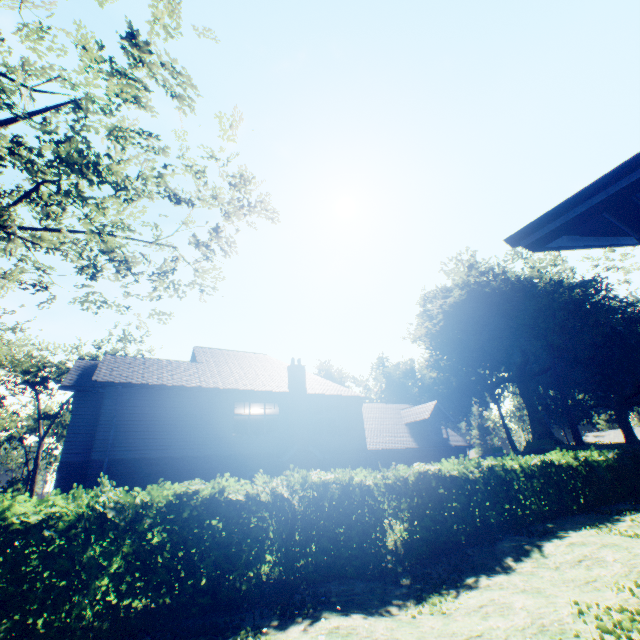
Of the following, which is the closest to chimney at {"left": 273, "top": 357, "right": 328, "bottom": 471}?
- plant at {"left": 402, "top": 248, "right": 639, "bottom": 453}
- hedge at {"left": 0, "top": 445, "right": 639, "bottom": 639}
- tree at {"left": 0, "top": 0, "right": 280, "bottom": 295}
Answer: hedge at {"left": 0, "top": 445, "right": 639, "bottom": 639}

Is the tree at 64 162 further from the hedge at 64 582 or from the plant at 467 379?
the plant at 467 379

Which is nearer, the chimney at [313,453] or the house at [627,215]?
the house at [627,215]

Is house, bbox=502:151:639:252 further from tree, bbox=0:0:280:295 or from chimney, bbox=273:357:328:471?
chimney, bbox=273:357:328:471

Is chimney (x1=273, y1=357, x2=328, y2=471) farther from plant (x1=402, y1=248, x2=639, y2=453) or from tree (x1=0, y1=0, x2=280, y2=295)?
plant (x1=402, y1=248, x2=639, y2=453)

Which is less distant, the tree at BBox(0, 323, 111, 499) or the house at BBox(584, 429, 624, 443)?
the tree at BBox(0, 323, 111, 499)

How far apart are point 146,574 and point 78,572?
1.2 meters

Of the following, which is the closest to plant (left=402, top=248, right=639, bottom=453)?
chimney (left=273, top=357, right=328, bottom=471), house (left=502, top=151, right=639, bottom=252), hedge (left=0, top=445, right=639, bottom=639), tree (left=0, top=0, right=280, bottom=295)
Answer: tree (left=0, top=0, right=280, bottom=295)
